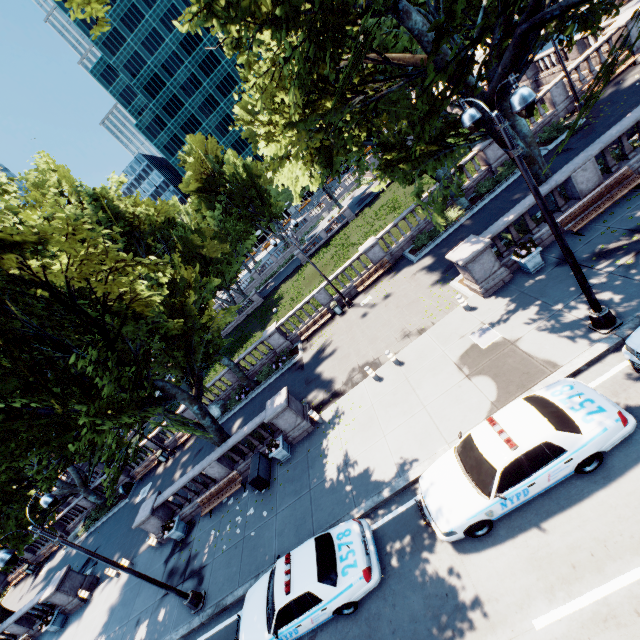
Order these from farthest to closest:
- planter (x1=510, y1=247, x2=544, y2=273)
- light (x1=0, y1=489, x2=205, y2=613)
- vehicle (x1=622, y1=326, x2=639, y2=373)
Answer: planter (x1=510, y1=247, x2=544, y2=273)
light (x1=0, y1=489, x2=205, y2=613)
vehicle (x1=622, y1=326, x2=639, y2=373)

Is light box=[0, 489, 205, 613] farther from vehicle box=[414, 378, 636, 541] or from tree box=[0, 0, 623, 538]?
vehicle box=[414, 378, 636, 541]

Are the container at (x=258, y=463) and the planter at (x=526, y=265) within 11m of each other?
no

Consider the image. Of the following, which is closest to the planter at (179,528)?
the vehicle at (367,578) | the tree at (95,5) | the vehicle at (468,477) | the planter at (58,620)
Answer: the tree at (95,5)

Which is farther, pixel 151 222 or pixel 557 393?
pixel 151 222

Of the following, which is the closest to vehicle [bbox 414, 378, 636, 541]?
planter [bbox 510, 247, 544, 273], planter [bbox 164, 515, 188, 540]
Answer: planter [bbox 510, 247, 544, 273]

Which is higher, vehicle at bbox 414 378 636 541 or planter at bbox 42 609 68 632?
vehicle at bbox 414 378 636 541

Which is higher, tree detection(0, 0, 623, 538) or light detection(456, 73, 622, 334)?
tree detection(0, 0, 623, 538)
